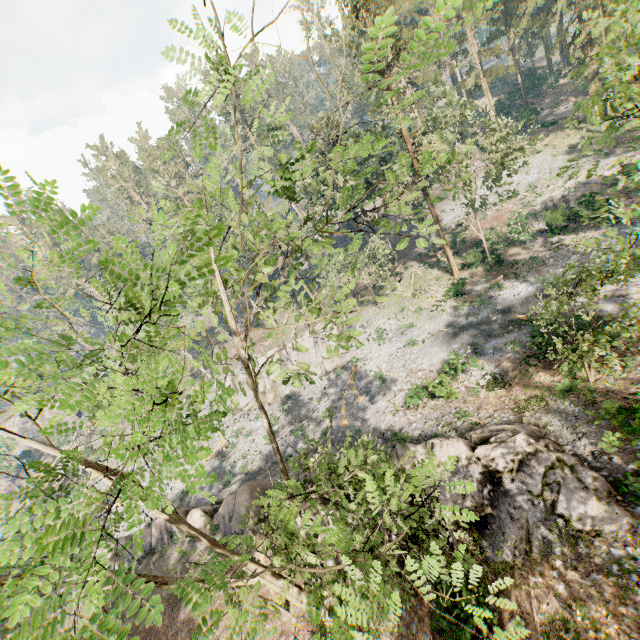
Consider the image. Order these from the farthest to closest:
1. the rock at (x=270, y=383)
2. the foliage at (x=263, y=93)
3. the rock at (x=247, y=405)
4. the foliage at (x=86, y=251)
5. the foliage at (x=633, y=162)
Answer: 1. the rock at (x=247, y=405)
2. the rock at (x=270, y=383)
3. the foliage at (x=633, y=162)
4. the foliage at (x=263, y=93)
5. the foliage at (x=86, y=251)

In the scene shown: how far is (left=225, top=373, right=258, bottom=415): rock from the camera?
37.81m

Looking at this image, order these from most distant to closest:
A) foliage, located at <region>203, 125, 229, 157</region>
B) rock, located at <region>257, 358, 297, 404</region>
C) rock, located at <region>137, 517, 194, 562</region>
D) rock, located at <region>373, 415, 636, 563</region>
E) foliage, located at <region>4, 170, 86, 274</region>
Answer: rock, located at <region>257, 358, 297, 404</region>
rock, located at <region>137, 517, 194, 562</region>
rock, located at <region>373, 415, 636, 563</region>
foliage, located at <region>203, 125, 229, 157</region>
foliage, located at <region>4, 170, 86, 274</region>

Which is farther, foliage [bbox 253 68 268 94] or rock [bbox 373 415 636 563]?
rock [bbox 373 415 636 563]

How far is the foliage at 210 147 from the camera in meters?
3.8

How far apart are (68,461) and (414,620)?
15.9 meters

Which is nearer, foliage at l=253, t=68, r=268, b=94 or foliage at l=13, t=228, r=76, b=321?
foliage at l=13, t=228, r=76, b=321

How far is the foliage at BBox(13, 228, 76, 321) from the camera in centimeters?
220cm
